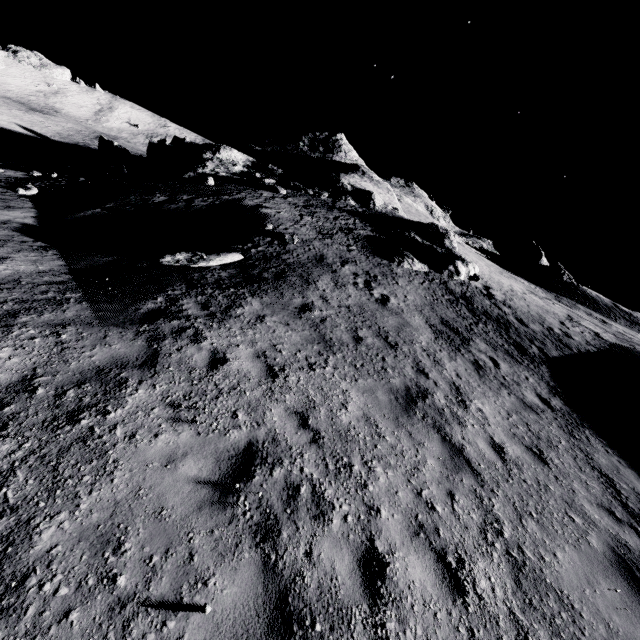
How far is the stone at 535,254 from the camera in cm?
4016

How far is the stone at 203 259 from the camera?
10.41m

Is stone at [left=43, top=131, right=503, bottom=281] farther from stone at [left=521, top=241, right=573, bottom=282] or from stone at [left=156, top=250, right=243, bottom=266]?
stone at [left=521, top=241, right=573, bottom=282]

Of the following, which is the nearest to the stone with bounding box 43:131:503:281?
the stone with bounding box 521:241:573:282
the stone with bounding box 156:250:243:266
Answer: the stone with bounding box 156:250:243:266

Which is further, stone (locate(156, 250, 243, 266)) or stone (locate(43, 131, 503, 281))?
stone (locate(43, 131, 503, 281))

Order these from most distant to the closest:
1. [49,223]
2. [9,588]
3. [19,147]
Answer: [19,147] < [49,223] < [9,588]

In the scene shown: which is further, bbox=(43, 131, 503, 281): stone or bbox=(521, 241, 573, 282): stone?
bbox=(521, 241, 573, 282): stone

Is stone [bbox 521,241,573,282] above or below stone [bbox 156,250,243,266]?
above
